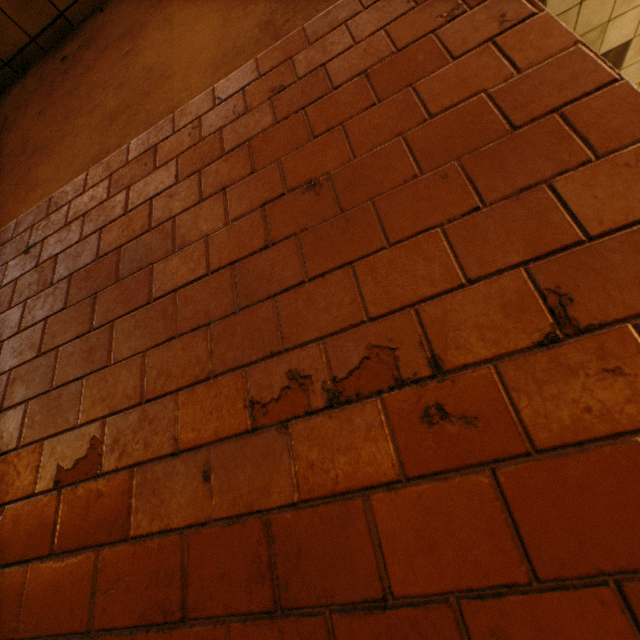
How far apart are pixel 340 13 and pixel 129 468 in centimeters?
152cm
